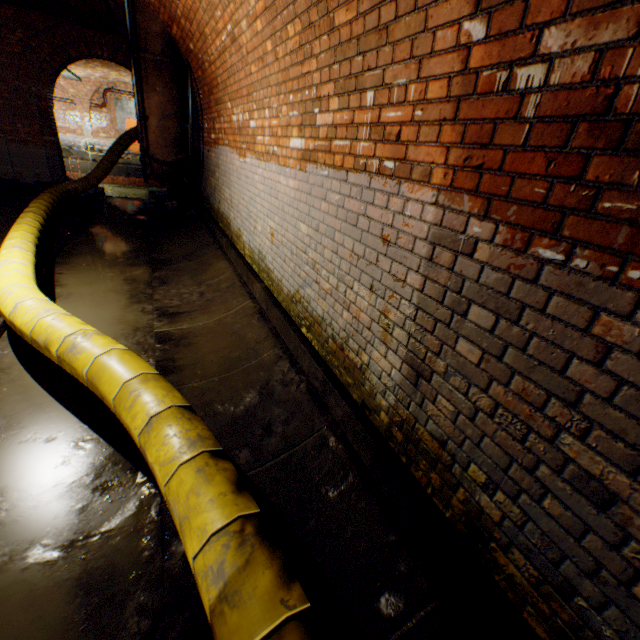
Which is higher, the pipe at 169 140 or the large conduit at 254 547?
the pipe at 169 140

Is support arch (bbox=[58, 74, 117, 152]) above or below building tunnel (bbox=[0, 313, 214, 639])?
above

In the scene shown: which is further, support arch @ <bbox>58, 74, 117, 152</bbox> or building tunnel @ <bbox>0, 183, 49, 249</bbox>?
support arch @ <bbox>58, 74, 117, 152</bbox>

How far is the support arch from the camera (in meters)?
19.17

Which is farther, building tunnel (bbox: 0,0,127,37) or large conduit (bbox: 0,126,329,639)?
building tunnel (bbox: 0,0,127,37)

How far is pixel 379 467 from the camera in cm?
219

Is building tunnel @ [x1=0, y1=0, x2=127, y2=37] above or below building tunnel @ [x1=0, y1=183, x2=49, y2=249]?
above

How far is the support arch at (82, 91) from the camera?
19.2 meters
